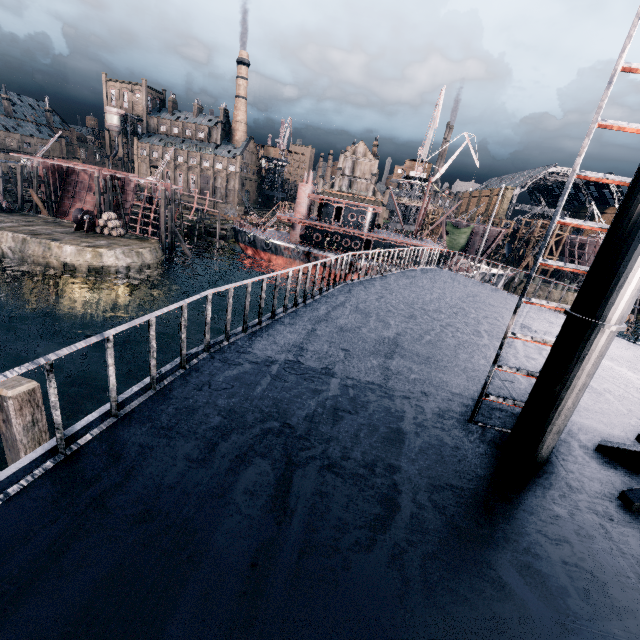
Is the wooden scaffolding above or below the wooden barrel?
above

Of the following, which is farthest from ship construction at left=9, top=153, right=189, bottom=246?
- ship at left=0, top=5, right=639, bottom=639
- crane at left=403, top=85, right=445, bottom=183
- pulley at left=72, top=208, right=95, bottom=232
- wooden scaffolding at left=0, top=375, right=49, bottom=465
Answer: wooden scaffolding at left=0, top=375, right=49, bottom=465

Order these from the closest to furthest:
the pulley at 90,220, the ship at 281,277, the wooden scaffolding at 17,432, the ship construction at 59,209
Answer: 1. the ship at 281,277
2. the wooden scaffolding at 17,432
3. the pulley at 90,220
4. the ship construction at 59,209

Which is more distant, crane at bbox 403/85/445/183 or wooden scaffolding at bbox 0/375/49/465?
Answer: crane at bbox 403/85/445/183

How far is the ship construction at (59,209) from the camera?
47.4 meters

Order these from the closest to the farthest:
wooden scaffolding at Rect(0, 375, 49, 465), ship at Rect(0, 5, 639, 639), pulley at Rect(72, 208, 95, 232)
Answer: ship at Rect(0, 5, 639, 639)
wooden scaffolding at Rect(0, 375, 49, 465)
pulley at Rect(72, 208, 95, 232)

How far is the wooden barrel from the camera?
38.6m

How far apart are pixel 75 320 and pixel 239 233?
26.02m
